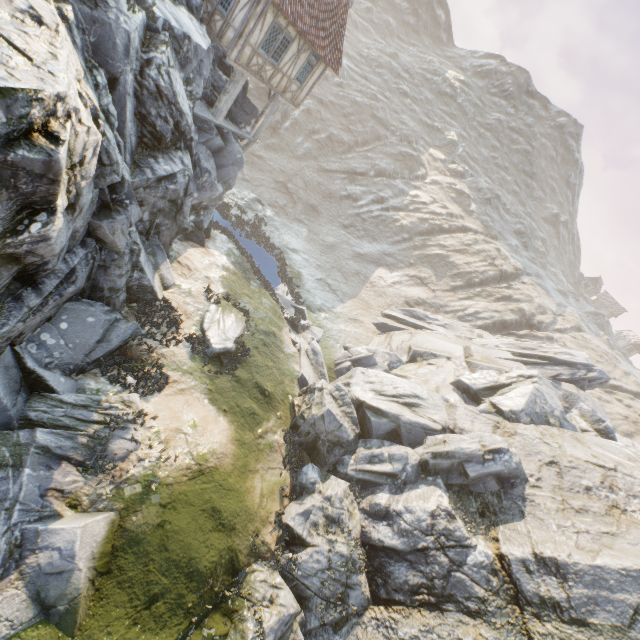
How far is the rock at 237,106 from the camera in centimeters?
1944cm

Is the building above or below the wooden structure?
above

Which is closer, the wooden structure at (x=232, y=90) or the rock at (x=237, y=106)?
the wooden structure at (x=232, y=90)

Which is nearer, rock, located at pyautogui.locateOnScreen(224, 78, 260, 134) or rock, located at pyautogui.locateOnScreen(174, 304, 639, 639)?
rock, located at pyautogui.locateOnScreen(174, 304, 639, 639)

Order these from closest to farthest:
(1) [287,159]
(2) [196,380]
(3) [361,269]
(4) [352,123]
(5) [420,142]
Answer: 1. (2) [196,380]
2. (3) [361,269]
3. (1) [287,159]
4. (4) [352,123]
5. (5) [420,142]

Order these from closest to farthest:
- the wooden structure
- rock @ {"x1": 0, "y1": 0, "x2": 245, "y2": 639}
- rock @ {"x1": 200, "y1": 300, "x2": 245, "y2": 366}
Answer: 1. rock @ {"x1": 0, "y1": 0, "x2": 245, "y2": 639}
2. rock @ {"x1": 200, "y1": 300, "x2": 245, "y2": 366}
3. the wooden structure

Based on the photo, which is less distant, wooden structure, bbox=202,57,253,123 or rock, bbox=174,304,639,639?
rock, bbox=174,304,639,639
